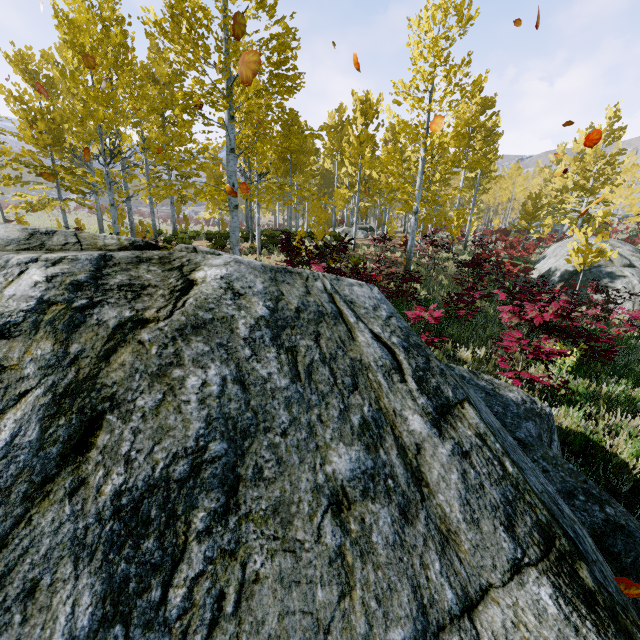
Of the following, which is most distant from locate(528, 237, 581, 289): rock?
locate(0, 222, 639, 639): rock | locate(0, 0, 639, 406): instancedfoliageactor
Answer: locate(0, 222, 639, 639): rock

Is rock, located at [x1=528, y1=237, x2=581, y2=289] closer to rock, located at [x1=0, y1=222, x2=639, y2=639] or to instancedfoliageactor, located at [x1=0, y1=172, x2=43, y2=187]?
instancedfoliageactor, located at [x1=0, y1=172, x2=43, y2=187]

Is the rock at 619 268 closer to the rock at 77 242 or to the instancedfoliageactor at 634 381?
the instancedfoliageactor at 634 381

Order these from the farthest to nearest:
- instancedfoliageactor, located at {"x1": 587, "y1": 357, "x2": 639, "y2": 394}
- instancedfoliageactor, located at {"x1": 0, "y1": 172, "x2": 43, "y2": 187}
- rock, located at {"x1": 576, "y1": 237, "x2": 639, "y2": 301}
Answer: rock, located at {"x1": 576, "y1": 237, "x2": 639, "y2": 301} < instancedfoliageactor, located at {"x1": 0, "y1": 172, "x2": 43, "y2": 187} < instancedfoliageactor, located at {"x1": 587, "y1": 357, "x2": 639, "y2": 394}

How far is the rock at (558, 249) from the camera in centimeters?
1733cm

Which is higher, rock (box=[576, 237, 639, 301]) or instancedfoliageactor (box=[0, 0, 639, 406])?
instancedfoliageactor (box=[0, 0, 639, 406])

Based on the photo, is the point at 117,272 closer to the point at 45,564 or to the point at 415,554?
the point at 45,564
